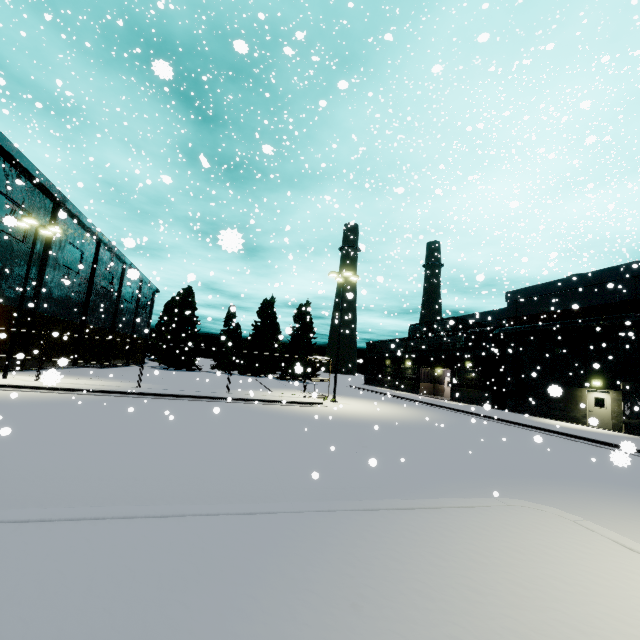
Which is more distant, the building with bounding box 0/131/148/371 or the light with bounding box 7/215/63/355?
the building with bounding box 0/131/148/371

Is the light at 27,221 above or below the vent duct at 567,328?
above

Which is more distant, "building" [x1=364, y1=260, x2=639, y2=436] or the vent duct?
"building" [x1=364, y1=260, x2=639, y2=436]

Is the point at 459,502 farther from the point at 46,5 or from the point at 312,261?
the point at 46,5

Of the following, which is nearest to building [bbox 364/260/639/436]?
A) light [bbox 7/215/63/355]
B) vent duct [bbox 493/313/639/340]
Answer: vent duct [bbox 493/313/639/340]

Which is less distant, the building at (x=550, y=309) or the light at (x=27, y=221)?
the light at (x=27, y=221)

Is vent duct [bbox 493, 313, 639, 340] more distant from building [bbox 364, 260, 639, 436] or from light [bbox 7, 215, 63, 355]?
light [bbox 7, 215, 63, 355]
